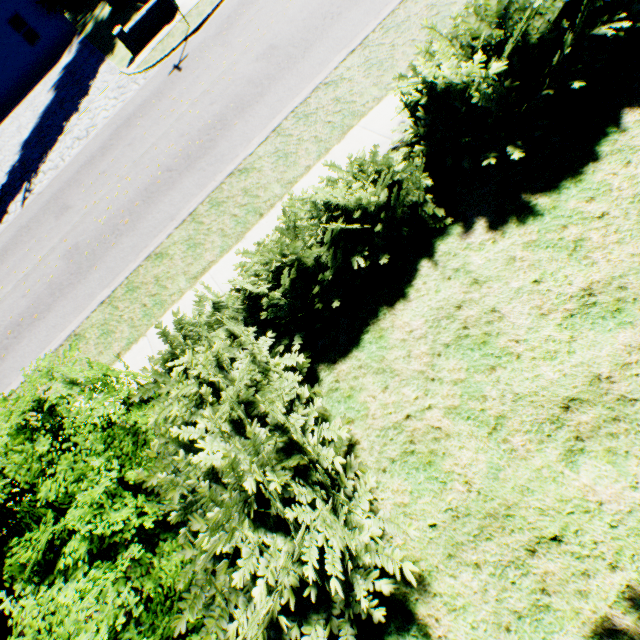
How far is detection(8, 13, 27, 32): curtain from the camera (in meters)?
20.95

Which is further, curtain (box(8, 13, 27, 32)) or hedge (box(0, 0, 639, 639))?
curtain (box(8, 13, 27, 32))

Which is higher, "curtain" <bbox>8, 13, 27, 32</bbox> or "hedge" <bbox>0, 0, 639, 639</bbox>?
"curtain" <bbox>8, 13, 27, 32</bbox>

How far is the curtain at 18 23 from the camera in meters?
21.0

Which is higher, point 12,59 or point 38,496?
point 38,496

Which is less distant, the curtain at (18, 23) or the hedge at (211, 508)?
the hedge at (211, 508)
